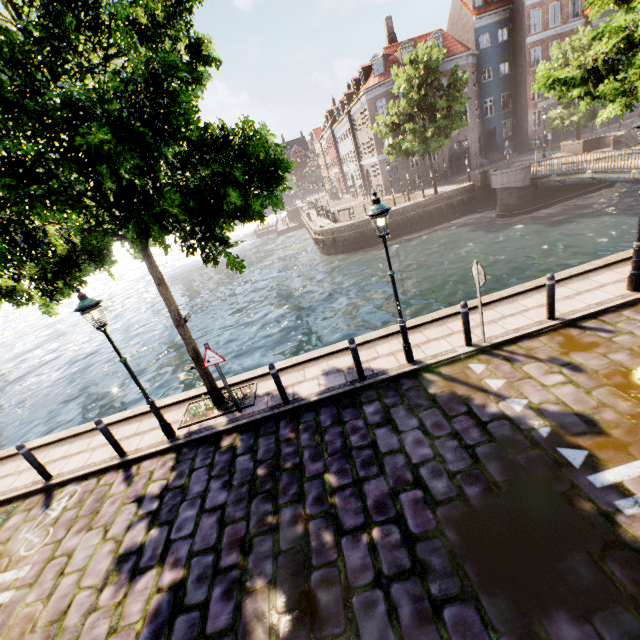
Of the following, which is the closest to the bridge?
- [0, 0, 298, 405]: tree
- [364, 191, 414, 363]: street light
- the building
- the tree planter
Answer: [0, 0, 298, 405]: tree

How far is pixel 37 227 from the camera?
5.9 meters

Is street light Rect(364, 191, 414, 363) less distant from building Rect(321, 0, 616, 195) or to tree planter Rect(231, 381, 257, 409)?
tree planter Rect(231, 381, 257, 409)

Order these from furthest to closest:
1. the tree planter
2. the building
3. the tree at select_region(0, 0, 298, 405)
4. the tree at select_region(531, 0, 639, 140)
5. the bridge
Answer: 1. the building
2. the bridge
3. the tree planter
4. the tree at select_region(531, 0, 639, 140)
5. the tree at select_region(0, 0, 298, 405)

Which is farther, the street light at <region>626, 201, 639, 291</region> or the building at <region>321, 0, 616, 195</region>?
the building at <region>321, 0, 616, 195</region>

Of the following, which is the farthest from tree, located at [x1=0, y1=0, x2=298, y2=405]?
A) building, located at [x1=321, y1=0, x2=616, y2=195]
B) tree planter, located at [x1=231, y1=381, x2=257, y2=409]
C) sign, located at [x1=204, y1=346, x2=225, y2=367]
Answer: building, located at [x1=321, y1=0, x2=616, y2=195]

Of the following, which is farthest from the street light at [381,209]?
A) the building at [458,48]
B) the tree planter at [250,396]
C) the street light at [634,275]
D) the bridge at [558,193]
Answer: the building at [458,48]

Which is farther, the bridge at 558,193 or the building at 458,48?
the building at 458,48
